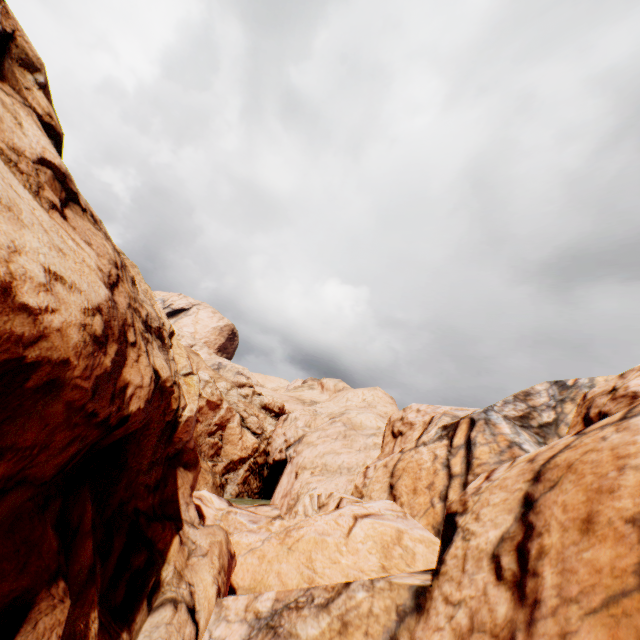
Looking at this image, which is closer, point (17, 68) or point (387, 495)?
point (17, 68)
